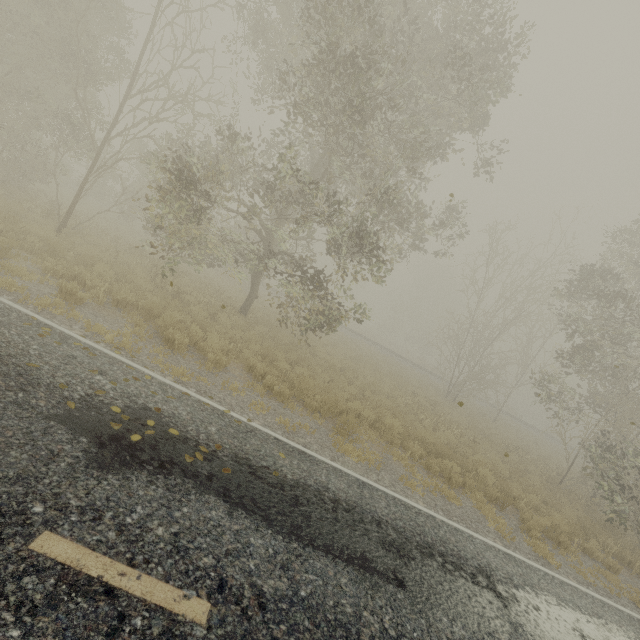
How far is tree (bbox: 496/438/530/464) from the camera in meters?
15.3 m

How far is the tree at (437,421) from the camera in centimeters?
1269cm

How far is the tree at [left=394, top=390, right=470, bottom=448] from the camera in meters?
12.7 m

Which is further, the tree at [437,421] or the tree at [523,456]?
the tree at [523,456]

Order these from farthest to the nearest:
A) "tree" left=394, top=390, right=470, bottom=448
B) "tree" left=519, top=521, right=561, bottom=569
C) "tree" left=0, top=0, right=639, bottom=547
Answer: "tree" left=394, top=390, right=470, bottom=448, "tree" left=0, top=0, right=639, bottom=547, "tree" left=519, top=521, right=561, bottom=569

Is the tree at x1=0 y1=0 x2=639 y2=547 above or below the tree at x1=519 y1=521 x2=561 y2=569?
above

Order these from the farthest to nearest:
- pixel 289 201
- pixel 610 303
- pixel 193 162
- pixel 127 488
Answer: pixel 610 303
pixel 289 201
pixel 193 162
pixel 127 488
